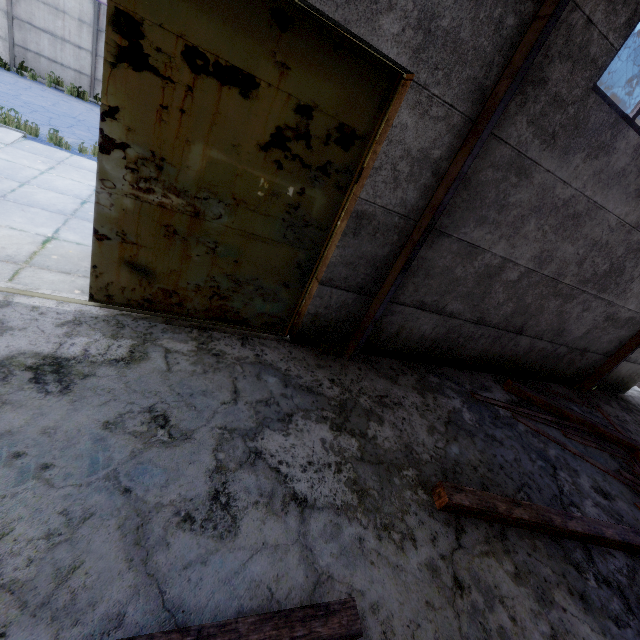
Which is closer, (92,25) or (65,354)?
(65,354)

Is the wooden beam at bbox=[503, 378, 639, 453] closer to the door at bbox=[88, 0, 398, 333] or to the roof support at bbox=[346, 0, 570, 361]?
the roof support at bbox=[346, 0, 570, 361]

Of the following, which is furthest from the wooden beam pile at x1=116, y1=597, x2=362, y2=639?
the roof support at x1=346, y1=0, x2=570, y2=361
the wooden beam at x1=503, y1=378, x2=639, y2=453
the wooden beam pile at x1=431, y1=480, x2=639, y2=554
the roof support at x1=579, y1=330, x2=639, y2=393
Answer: the roof support at x1=579, y1=330, x2=639, y2=393

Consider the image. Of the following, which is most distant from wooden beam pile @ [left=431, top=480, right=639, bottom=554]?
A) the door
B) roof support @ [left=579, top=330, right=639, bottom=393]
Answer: the door

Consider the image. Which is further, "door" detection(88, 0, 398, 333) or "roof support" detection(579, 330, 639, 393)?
"roof support" detection(579, 330, 639, 393)

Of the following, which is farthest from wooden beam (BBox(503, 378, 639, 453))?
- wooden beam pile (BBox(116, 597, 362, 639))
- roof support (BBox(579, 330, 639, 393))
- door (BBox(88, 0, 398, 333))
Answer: wooden beam pile (BBox(116, 597, 362, 639))

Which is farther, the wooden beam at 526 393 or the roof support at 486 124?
the wooden beam at 526 393

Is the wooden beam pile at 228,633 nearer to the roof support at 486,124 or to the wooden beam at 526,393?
the roof support at 486,124
